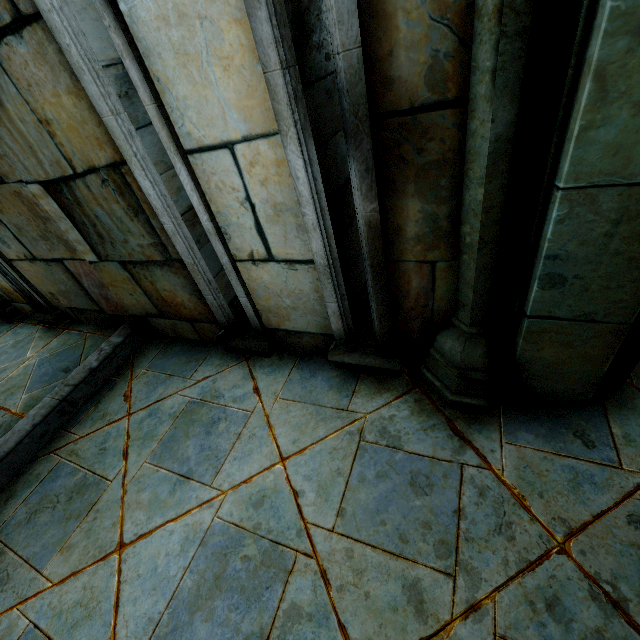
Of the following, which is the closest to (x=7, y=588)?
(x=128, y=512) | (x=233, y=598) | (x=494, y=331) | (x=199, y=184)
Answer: (x=128, y=512)
